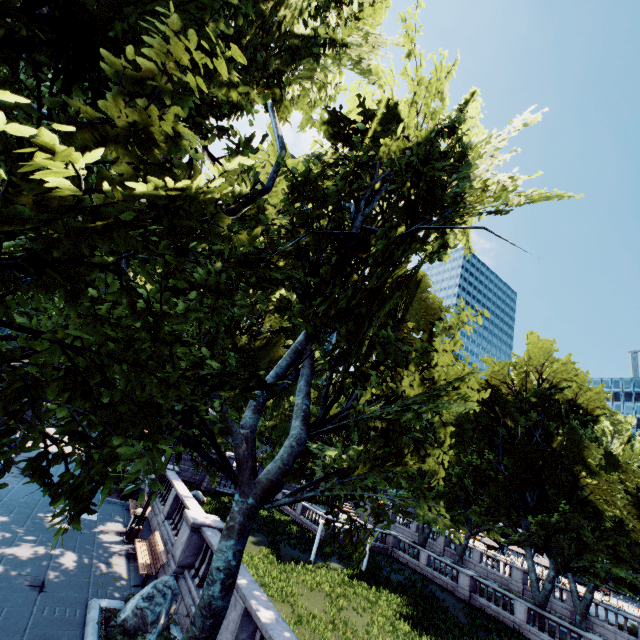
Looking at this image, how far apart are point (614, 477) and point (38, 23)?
36.41m

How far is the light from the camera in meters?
13.7

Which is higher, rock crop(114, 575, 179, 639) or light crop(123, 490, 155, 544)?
rock crop(114, 575, 179, 639)

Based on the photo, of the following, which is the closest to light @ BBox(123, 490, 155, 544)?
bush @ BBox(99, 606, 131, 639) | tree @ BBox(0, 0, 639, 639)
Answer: tree @ BBox(0, 0, 639, 639)

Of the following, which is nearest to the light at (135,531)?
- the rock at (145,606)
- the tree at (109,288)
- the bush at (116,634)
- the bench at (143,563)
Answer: the bench at (143,563)

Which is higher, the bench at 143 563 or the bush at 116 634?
the bush at 116 634

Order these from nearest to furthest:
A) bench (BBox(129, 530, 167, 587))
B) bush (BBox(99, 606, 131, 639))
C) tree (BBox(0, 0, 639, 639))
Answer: tree (BBox(0, 0, 639, 639)), bush (BBox(99, 606, 131, 639)), bench (BBox(129, 530, 167, 587))

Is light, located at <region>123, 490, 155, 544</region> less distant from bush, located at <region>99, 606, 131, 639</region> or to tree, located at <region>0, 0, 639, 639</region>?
tree, located at <region>0, 0, 639, 639</region>
